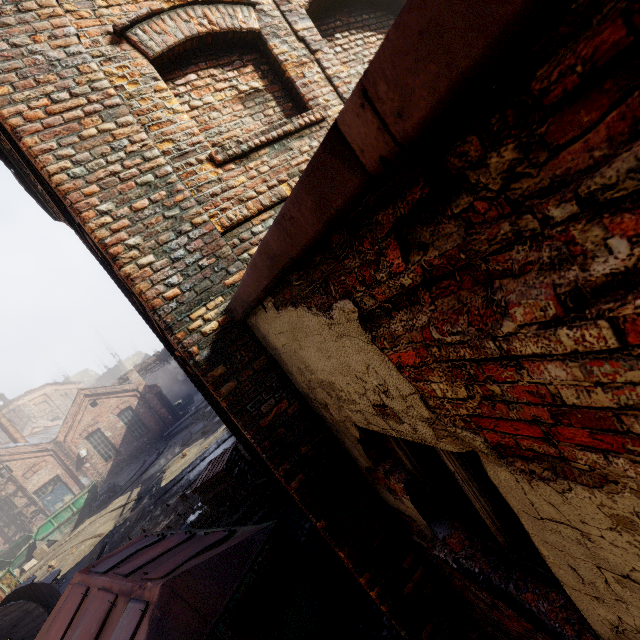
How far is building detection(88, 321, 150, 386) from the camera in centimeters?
5491cm

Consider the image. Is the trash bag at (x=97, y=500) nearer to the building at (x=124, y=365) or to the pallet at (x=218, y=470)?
the pallet at (x=218, y=470)

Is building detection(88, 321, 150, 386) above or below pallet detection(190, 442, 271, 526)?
above

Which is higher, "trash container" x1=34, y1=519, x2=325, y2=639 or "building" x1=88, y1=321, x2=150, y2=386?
"building" x1=88, y1=321, x2=150, y2=386

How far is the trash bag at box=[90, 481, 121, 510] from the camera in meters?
19.2

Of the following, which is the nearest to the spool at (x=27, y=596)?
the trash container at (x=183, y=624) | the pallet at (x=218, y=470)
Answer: the trash container at (x=183, y=624)

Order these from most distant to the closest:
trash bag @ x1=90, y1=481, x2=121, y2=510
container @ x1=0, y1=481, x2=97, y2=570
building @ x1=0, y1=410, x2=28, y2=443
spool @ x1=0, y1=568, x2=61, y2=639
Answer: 1. building @ x1=0, y1=410, x2=28, y2=443
2. trash bag @ x1=90, y1=481, x2=121, y2=510
3. container @ x1=0, y1=481, x2=97, y2=570
4. spool @ x1=0, y1=568, x2=61, y2=639

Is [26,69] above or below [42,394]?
below
